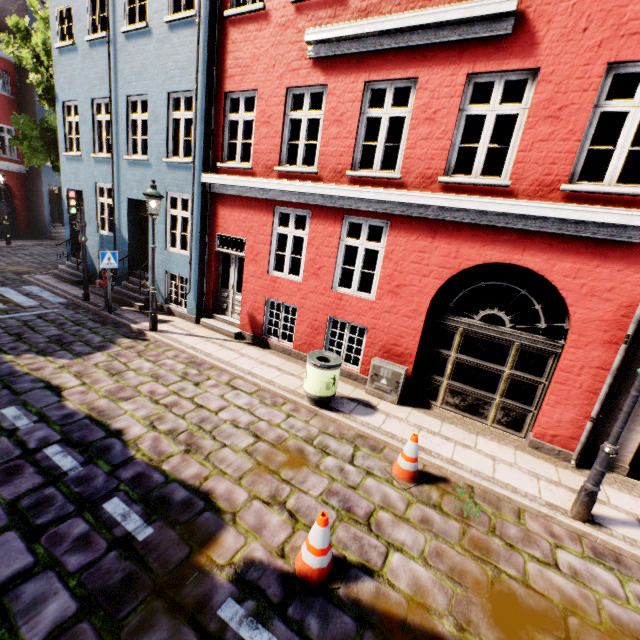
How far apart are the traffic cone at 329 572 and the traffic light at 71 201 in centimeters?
1098cm

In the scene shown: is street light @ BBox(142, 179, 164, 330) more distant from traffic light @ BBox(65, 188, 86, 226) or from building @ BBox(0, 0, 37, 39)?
traffic light @ BBox(65, 188, 86, 226)

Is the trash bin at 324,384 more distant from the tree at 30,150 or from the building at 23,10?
the tree at 30,150

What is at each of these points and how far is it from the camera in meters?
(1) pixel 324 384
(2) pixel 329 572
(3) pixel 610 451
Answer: (1) trash bin, 6.3 m
(2) traffic cone, 3.4 m
(3) street light, 4.3 m

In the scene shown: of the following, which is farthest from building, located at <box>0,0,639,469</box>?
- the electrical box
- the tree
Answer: the tree

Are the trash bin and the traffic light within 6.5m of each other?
no

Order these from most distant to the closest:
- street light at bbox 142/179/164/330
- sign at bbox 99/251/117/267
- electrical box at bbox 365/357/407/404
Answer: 1. sign at bbox 99/251/117/267
2. street light at bbox 142/179/164/330
3. electrical box at bbox 365/357/407/404

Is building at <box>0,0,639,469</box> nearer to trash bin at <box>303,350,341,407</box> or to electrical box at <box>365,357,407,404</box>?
electrical box at <box>365,357,407,404</box>
